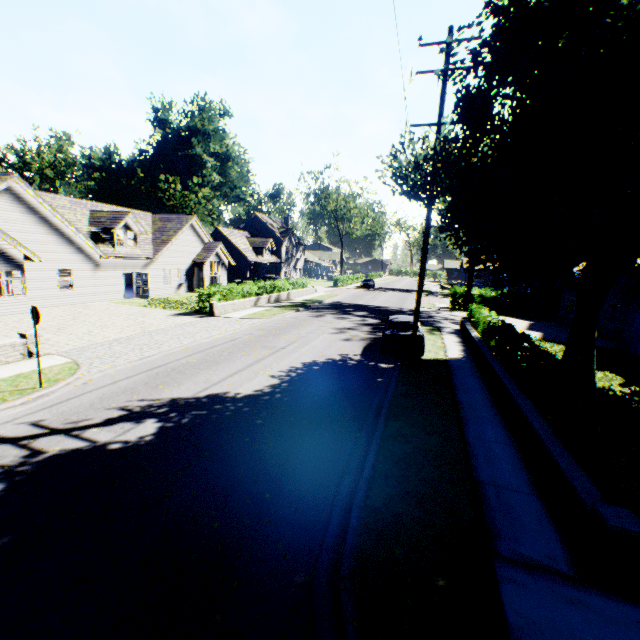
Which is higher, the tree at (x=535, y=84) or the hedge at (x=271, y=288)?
the tree at (x=535, y=84)

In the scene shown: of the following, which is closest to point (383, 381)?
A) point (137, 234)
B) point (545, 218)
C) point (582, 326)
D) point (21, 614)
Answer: point (545, 218)

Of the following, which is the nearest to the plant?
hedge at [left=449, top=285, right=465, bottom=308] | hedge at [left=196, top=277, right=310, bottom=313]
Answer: hedge at [left=196, top=277, right=310, bottom=313]

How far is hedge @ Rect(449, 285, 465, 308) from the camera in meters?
33.5 m

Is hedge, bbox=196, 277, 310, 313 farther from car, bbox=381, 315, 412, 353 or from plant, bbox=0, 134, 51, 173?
plant, bbox=0, 134, 51, 173

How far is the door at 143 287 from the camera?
26.83m

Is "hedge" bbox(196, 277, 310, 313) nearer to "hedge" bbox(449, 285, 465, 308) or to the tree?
the tree

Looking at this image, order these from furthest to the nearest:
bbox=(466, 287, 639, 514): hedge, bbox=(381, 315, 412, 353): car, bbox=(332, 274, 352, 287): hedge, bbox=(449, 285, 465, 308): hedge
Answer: bbox=(332, 274, 352, 287): hedge, bbox=(449, 285, 465, 308): hedge, bbox=(381, 315, 412, 353): car, bbox=(466, 287, 639, 514): hedge
